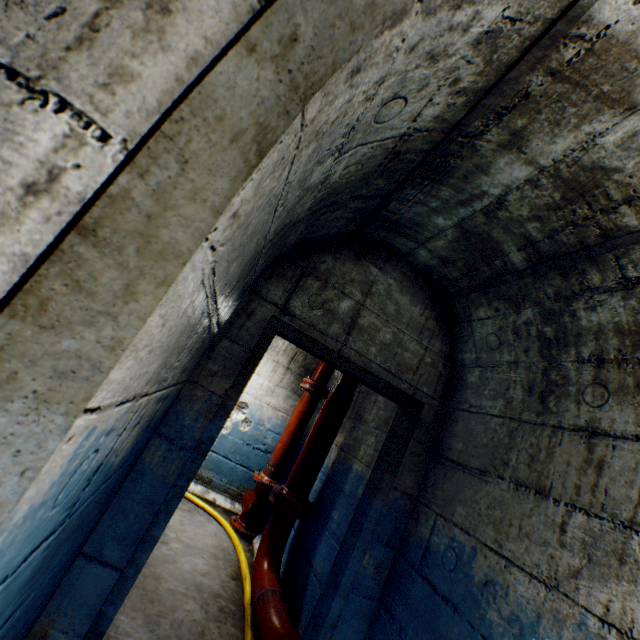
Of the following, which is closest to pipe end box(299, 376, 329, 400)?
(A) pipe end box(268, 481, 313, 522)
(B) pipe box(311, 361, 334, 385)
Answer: (B) pipe box(311, 361, 334, 385)

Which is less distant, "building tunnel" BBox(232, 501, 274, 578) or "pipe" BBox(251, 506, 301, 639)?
"pipe" BBox(251, 506, 301, 639)

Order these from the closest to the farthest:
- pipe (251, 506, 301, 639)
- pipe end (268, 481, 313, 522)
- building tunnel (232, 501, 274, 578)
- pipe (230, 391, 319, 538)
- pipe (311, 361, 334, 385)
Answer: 1. pipe (251, 506, 301, 639)
2. pipe end (268, 481, 313, 522)
3. building tunnel (232, 501, 274, 578)
4. pipe (230, 391, 319, 538)
5. pipe (311, 361, 334, 385)

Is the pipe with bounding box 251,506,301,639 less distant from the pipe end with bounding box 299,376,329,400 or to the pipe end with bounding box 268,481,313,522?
the pipe end with bounding box 268,481,313,522

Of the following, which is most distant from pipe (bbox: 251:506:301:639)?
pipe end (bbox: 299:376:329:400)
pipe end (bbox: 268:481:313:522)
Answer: pipe end (bbox: 299:376:329:400)

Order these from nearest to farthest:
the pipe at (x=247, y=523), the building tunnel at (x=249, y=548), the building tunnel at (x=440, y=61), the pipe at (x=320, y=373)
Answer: the building tunnel at (x=440, y=61)
the building tunnel at (x=249, y=548)
the pipe at (x=247, y=523)
the pipe at (x=320, y=373)

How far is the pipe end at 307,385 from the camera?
4.72m

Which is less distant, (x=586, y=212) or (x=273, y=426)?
(x=586, y=212)
